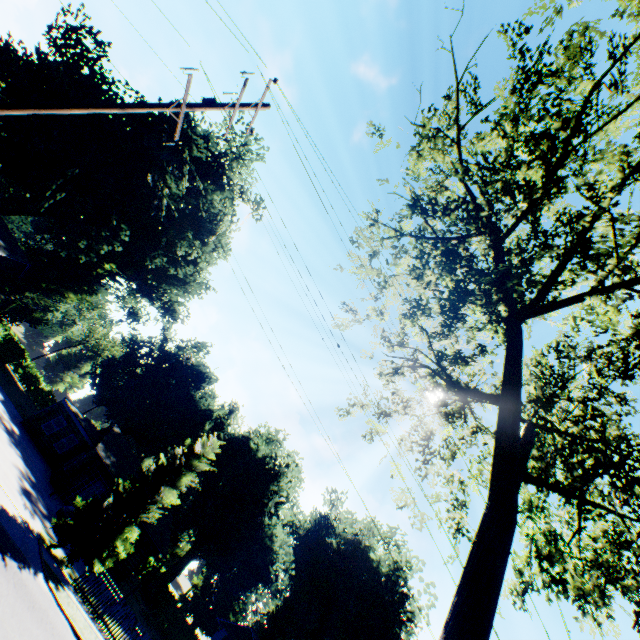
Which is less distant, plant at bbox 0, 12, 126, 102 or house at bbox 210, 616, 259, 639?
plant at bbox 0, 12, 126, 102

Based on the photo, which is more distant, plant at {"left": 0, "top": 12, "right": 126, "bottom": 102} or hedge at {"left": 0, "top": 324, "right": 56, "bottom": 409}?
hedge at {"left": 0, "top": 324, "right": 56, "bottom": 409}

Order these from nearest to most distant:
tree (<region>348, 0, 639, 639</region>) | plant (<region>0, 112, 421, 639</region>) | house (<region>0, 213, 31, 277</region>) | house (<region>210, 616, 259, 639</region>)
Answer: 1. tree (<region>348, 0, 639, 639</region>)
2. house (<region>0, 213, 31, 277</region>)
3. plant (<region>0, 112, 421, 639</region>)
4. house (<region>210, 616, 259, 639</region>)

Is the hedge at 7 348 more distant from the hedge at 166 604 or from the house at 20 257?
the hedge at 166 604

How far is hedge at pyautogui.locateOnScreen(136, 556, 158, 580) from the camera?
40.4m

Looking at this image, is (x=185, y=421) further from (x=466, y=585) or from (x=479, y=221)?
(x=466, y=585)

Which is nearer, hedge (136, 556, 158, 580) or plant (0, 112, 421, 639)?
plant (0, 112, 421, 639)

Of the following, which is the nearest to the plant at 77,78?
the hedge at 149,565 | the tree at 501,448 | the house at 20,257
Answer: the tree at 501,448
